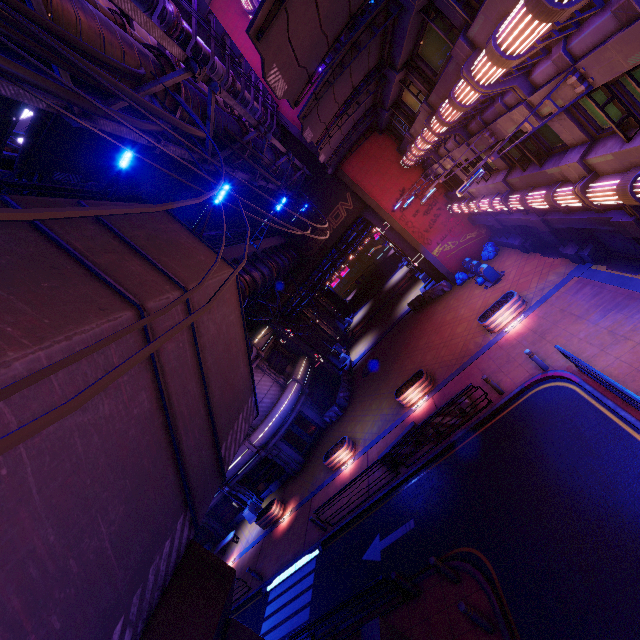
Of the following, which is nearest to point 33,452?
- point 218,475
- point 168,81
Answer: point 218,475

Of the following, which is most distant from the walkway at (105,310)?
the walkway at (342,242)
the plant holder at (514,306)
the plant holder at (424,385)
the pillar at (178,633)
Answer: the plant holder at (514,306)

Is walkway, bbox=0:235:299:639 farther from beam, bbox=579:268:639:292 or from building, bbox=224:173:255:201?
beam, bbox=579:268:639:292

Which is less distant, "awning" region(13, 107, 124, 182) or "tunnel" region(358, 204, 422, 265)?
"awning" region(13, 107, 124, 182)

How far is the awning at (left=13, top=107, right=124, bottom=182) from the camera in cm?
Answer: 1066

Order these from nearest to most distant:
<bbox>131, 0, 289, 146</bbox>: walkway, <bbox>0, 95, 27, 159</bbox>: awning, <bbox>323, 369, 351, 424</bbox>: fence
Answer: <bbox>0, 95, 27, 159</bbox>: awning → <bbox>131, 0, 289, 146</bbox>: walkway → <bbox>323, 369, 351, 424</bbox>: fence

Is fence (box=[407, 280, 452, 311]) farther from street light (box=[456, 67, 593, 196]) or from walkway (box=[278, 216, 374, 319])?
street light (box=[456, 67, 593, 196])

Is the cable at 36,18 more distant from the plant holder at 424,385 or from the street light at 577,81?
the plant holder at 424,385
